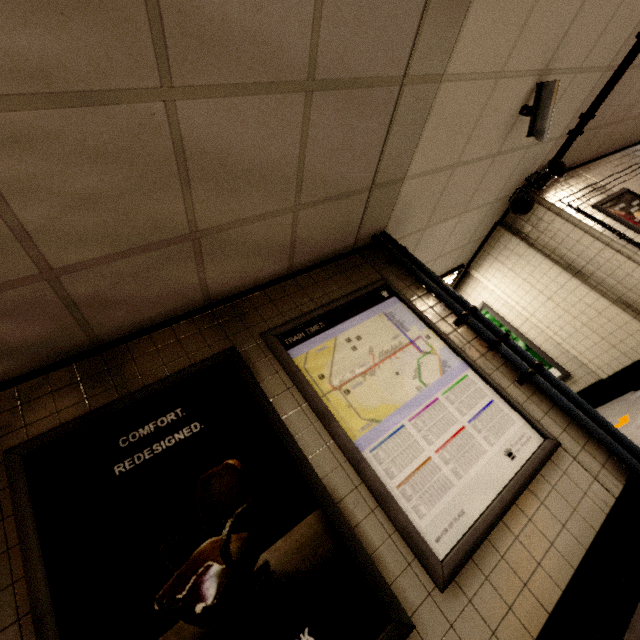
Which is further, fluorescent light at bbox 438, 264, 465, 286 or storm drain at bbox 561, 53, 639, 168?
fluorescent light at bbox 438, 264, 465, 286

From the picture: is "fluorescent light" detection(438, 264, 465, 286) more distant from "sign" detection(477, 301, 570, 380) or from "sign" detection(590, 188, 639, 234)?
"sign" detection(590, 188, 639, 234)

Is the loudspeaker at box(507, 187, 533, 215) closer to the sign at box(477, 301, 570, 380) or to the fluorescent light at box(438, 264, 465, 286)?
the fluorescent light at box(438, 264, 465, 286)

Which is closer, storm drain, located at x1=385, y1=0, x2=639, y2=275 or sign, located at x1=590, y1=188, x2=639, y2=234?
storm drain, located at x1=385, y1=0, x2=639, y2=275

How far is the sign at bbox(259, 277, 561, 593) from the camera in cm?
178

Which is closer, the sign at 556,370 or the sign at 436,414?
the sign at 436,414

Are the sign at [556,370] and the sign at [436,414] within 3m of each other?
no

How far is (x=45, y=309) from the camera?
1.73m
